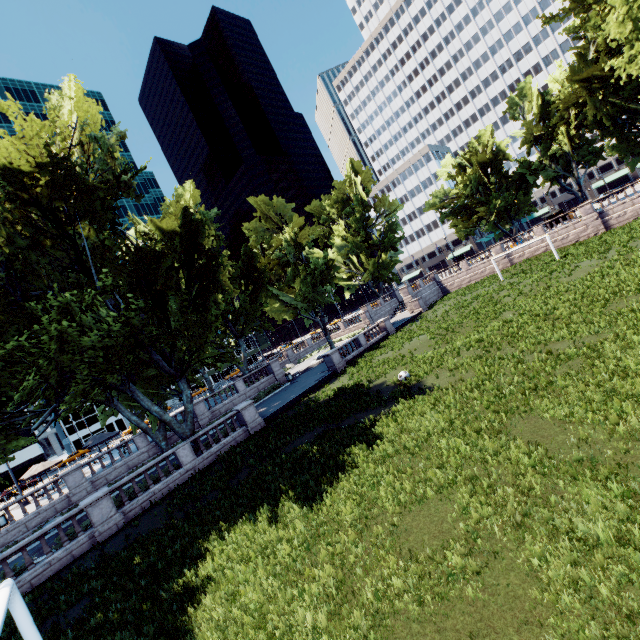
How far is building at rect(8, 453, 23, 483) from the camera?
59.2m

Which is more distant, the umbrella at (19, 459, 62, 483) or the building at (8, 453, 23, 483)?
the building at (8, 453, 23, 483)

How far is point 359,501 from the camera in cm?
967

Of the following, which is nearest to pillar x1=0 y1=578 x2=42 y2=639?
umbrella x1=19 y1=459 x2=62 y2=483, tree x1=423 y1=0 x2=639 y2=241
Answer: tree x1=423 y1=0 x2=639 y2=241

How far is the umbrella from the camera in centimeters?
2873cm

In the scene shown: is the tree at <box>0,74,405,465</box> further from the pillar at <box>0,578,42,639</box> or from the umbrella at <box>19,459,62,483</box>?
the umbrella at <box>19,459,62,483</box>

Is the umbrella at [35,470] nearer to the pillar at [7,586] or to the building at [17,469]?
the pillar at [7,586]

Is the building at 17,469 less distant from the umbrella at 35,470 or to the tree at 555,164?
the tree at 555,164
